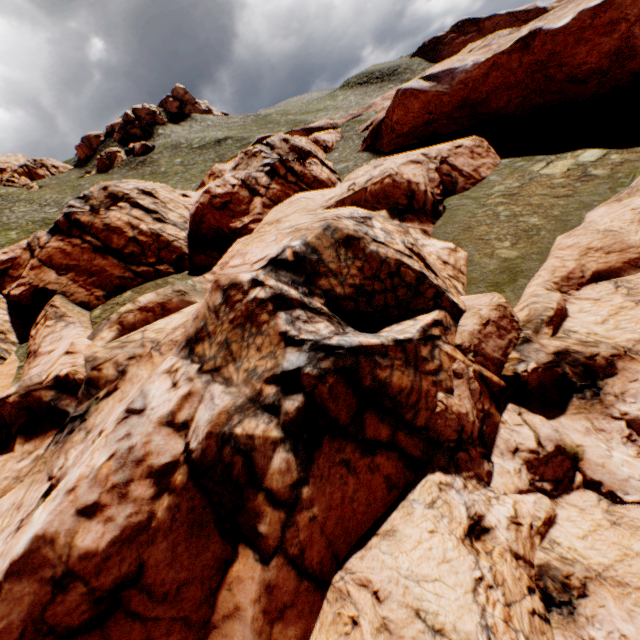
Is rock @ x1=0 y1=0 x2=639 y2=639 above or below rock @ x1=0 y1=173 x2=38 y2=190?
below

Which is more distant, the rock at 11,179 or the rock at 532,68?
the rock at 11,179

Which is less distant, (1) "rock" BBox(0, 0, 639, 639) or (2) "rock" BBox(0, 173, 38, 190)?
(1) "rock" BBox(0, 0, 639, 639)

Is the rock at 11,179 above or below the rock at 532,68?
above

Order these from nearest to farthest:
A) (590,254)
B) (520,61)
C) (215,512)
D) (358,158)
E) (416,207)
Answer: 1. (215,512)
2. (590,254)
3. (416,207)
4. (520,61)
5. (358,158)
